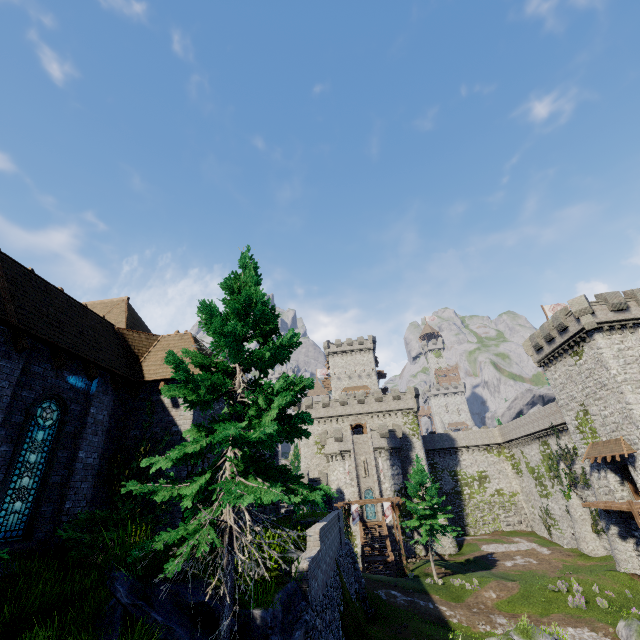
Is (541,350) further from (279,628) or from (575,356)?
(279,628)

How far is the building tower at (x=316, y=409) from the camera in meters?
50.8 m

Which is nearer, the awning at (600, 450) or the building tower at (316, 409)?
the awning at (600, 450)

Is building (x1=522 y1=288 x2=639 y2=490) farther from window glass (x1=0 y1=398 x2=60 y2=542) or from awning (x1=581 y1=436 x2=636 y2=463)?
window glass (x1=0 y1=398 x2=60 y2=542)

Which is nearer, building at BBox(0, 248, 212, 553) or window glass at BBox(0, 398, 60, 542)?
window glass at BBox(0, 398, 60, 542)

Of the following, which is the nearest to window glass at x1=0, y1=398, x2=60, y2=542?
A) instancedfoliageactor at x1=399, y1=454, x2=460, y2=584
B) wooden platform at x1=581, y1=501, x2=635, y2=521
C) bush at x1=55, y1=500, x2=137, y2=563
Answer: bush at x1=55, y1=500, x2=137, y2=563

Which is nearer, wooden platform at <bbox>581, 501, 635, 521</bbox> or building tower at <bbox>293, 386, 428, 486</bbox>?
wooden platform at <bbox>581, 501, 635, 521</bbox>

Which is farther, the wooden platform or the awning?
the awning
